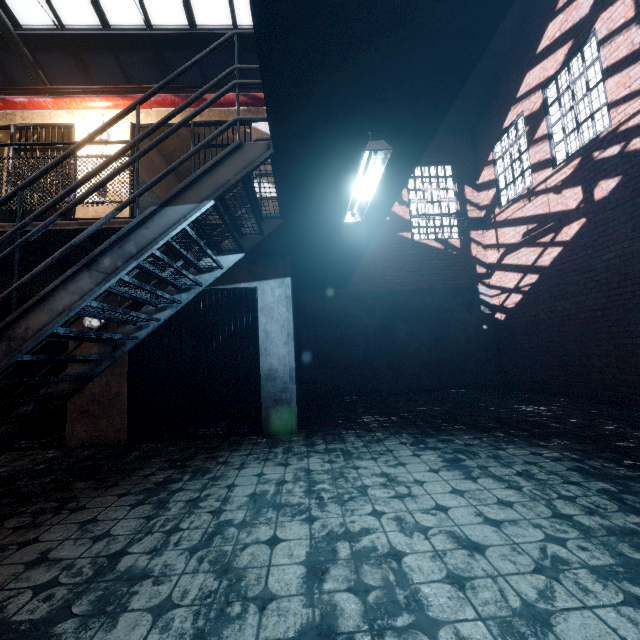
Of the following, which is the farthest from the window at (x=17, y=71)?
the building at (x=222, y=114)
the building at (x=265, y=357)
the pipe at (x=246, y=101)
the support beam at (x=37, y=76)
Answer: the building at (x=265, y=357)

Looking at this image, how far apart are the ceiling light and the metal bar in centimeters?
248cm

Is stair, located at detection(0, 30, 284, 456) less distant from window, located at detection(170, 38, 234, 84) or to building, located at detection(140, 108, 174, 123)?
building, located at detection(140, 108, 174, 123)

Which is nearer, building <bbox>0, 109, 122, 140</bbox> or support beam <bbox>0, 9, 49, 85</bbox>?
building <bbox>0, 109, 122, 140</bbox>

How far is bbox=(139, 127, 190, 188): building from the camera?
6.3 meters

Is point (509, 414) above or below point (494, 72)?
below

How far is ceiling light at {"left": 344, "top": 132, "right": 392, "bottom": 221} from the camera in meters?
2.2 m

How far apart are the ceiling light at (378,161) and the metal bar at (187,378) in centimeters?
248cm
